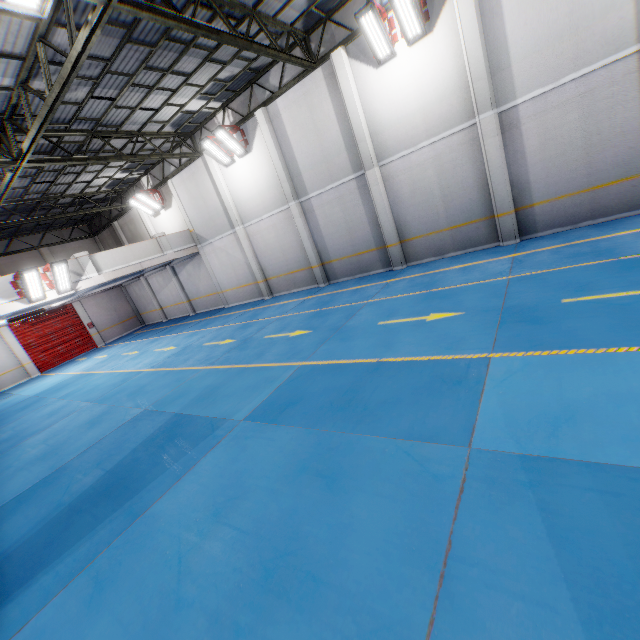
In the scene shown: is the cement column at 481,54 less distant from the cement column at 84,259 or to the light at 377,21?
the light at 377,21

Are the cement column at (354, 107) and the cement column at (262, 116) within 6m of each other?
yes

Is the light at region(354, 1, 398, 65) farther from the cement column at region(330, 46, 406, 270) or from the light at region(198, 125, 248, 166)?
the light at region(198, 125, 248, 166)

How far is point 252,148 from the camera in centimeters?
1464cm

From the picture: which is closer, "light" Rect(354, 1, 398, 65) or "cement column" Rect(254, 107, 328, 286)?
"light" Rect(354, 1, 398, 65)

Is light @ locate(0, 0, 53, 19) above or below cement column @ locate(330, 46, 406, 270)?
above

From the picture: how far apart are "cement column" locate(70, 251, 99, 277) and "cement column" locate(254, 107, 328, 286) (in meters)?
9.49

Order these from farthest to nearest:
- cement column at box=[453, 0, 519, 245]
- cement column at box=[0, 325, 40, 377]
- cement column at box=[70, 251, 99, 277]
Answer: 1. cement column at box=[0, 325, 40, 377]
2. cement column at box=[70, 251, 99, 277]
3. cement column at box=[453, 0, 519, 245]
